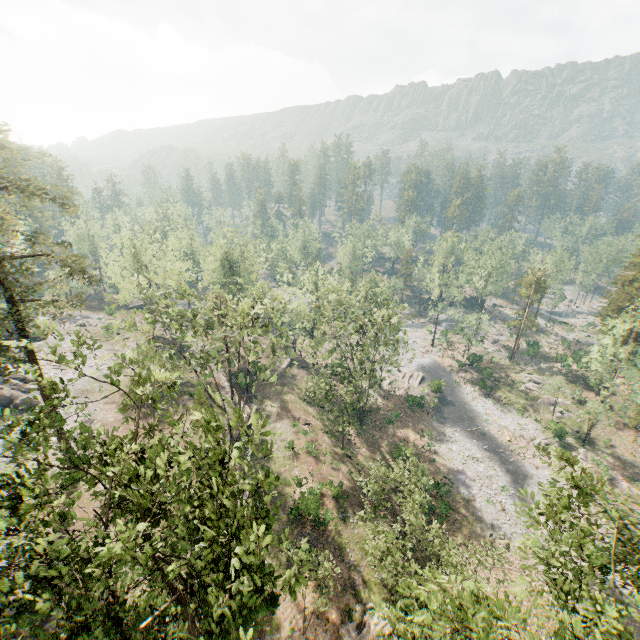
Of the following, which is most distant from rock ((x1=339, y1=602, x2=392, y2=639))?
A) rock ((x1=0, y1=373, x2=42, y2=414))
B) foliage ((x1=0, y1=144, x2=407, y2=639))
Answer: rock ((x1=0, y1=373, x2=42, y2=414))

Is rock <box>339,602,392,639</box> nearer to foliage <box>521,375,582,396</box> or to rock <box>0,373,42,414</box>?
foliage <box>521,375,582,396</box>

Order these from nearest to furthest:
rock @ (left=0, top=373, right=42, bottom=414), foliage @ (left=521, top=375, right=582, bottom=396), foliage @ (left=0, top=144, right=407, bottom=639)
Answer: foliage @ (left=0, top=144, right=407, bottom=639)
rock @ (left=0, top=373, right=42, bottom=414)
foliage @ (left=521, top=375, right=582, bottom=396)

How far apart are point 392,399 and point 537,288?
32.6m

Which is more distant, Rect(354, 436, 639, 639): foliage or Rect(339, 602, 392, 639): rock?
Rect(339, 602, 392, 639): rock

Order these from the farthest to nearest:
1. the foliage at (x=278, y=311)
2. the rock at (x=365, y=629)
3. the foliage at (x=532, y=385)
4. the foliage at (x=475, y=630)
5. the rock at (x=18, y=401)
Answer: the foliage at (x=532, y=385) < the rock at (x=18, y=401) < the rock at (x=365, y=629) < the foliage at (x=475, y=630) < the foliage at (x=278, y=311)

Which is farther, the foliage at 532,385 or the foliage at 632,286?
the foliage at 532,385

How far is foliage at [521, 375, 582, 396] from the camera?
45.66m
